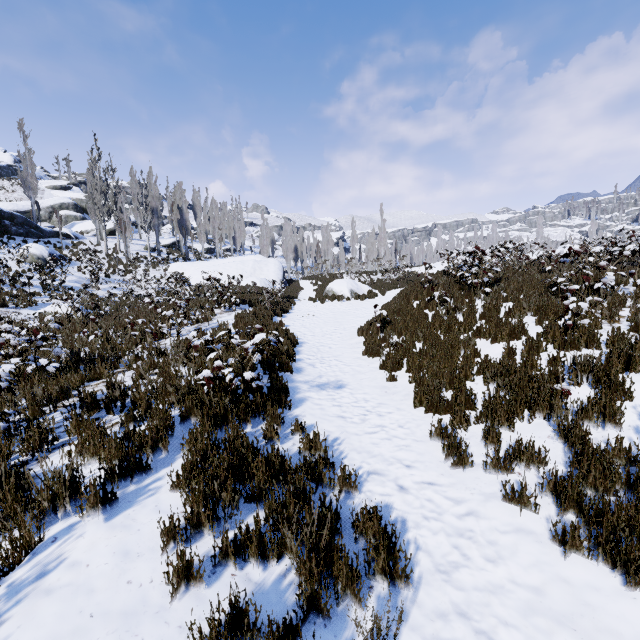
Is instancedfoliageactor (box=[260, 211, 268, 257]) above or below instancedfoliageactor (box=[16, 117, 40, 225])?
below

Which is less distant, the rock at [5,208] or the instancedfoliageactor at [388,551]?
the instancedfoliageactor at [388,551]

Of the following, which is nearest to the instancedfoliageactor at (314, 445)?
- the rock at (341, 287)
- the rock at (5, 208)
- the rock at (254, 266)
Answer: the rock at (254, 266)

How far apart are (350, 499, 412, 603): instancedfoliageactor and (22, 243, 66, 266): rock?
26.8 meters

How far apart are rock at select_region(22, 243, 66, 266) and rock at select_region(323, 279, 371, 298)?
18.4m

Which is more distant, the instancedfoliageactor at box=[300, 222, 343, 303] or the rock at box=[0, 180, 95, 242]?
the rock at box=[0, 180, 95, 242]

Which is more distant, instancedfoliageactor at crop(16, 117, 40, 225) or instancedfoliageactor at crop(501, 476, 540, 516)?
instancedfoliageactor at crop(16, 117, 40, 225)

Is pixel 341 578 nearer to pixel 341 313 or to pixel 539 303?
pixel 539 303
